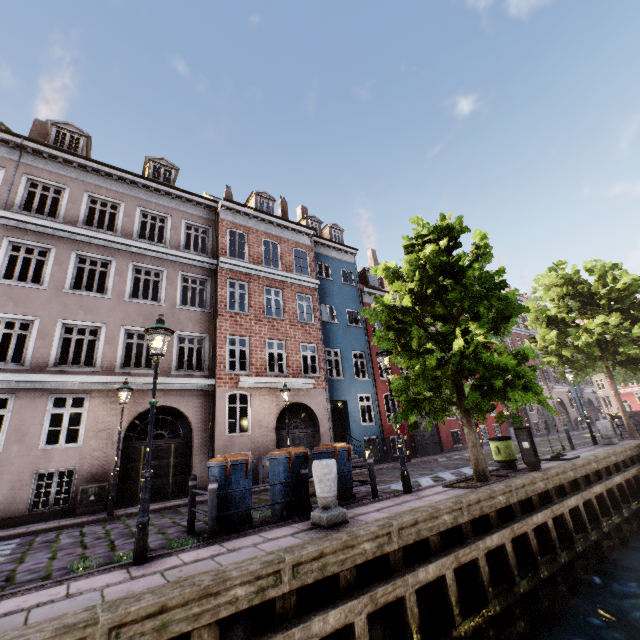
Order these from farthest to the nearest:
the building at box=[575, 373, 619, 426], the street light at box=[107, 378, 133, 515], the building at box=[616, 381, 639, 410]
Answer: the building at box=[616, 381, 639, 410], the building at box=[575, 373, 619, 426], the street light at box=[107, 378, 133, 515]

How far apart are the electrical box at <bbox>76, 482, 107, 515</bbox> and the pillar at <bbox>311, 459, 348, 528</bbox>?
8.52m

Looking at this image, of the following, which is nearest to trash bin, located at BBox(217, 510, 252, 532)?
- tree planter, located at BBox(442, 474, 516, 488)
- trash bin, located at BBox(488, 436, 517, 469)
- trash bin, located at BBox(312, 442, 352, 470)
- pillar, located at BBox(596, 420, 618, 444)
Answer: trash bin, located at BBox(312, 442, 352, 470)

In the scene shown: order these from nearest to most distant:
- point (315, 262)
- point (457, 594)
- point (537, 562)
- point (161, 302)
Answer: point (457, 594)
point (537, 562)
point (161, 302)
point (315, 262)

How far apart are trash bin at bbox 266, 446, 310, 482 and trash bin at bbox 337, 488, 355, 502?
0.5m

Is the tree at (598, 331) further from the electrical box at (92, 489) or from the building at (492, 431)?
the electrical box at (92, 489)

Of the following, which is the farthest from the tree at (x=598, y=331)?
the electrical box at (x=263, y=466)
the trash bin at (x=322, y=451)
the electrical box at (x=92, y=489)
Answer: the electrical box at (x=92, y=489)

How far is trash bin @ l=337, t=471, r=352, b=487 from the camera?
7.88m
